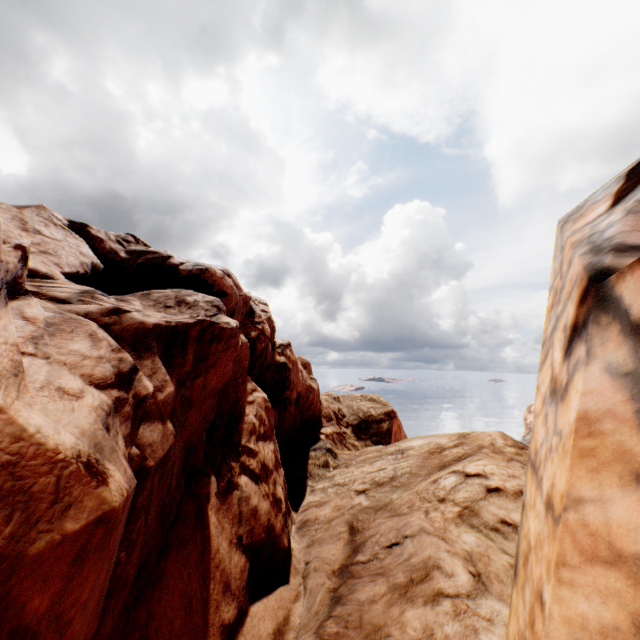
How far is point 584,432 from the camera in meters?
3.3 m
